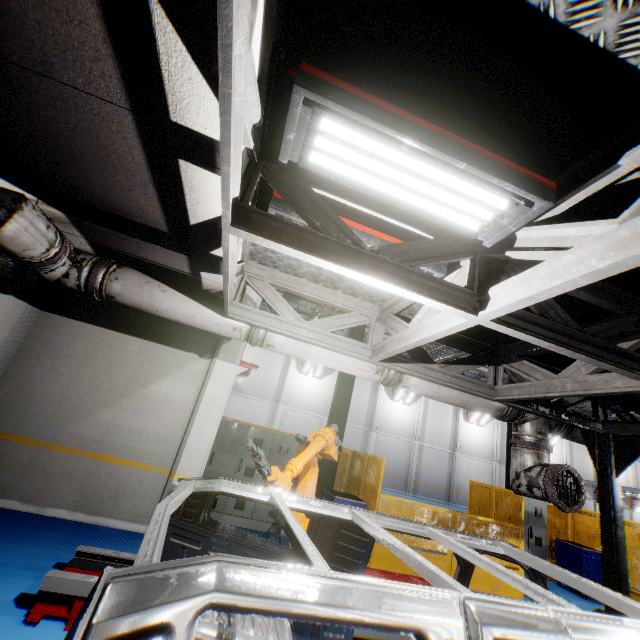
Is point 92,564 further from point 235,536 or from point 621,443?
point 621,443

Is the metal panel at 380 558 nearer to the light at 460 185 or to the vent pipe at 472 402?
the vent pipe at 472 402

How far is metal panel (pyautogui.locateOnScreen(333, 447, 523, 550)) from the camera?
7.4m

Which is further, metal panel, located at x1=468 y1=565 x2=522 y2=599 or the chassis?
metal panel, located at x1=468 y1=565 x2=522 y2=599

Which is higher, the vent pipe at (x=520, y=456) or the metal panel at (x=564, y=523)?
the vent pipe at (x=520, y=456)

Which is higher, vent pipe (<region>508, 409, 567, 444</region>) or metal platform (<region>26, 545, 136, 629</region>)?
vent pipe (<region>508, 409, 567, 444</region>)

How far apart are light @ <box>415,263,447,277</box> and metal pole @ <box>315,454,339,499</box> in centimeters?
614cm

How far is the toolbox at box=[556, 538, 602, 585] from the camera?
9.1 meters
